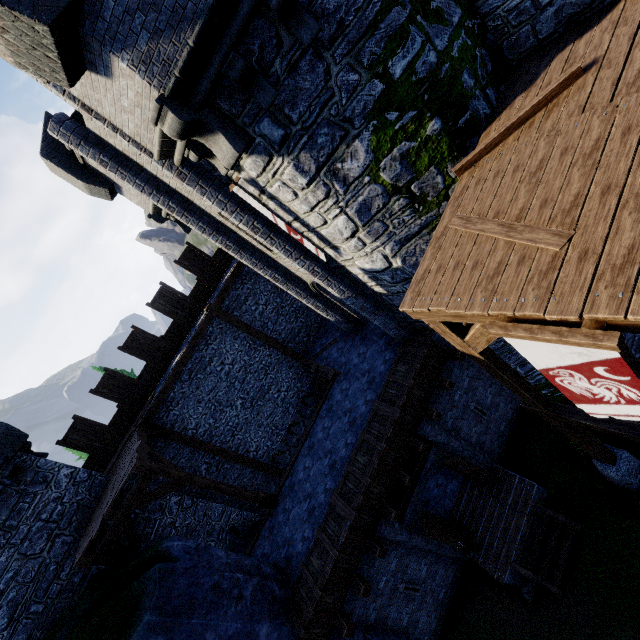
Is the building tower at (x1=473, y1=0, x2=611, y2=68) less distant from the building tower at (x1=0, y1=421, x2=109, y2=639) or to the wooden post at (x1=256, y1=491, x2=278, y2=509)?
the wooden post at (x1=256, y1=491, x2=278, y2=509)

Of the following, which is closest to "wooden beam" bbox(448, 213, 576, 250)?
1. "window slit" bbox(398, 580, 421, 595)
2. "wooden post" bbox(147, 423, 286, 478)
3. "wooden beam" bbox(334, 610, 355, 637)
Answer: "wooden beam" bbox(334, 610, 355, 637)

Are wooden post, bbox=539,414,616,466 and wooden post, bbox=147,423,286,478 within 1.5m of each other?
no

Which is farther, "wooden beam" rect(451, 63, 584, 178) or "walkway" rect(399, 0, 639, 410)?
"wooden beam" rect(451, 63, 584, 178)

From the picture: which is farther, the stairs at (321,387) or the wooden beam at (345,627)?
the stairs at (321,387)

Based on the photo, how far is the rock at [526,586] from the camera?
9.36m

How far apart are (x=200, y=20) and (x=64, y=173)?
8.2 meters

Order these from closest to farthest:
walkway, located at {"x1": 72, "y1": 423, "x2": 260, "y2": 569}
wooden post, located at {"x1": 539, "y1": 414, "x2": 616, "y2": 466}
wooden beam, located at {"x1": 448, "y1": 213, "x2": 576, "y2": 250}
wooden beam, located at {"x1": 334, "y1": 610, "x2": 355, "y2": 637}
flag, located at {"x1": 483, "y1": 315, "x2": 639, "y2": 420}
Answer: flag, located at {"x1": 483, "y1": 315, "x2": 639, "y2": 420}, wooden beam, located at {"x1": 448, "y1": 213, "x2": 576, "y2": 250}, wooden post, located at {"x1": 539, "y1": 414, "x2": 616, "y2": 466}, wooden beam, located at {"x1": 334, "y1": 610, "x2": 355, "y2": 637}, walkway, located at {"x1": 72, "y1": 423, "x2": 260, "y2": 569}
